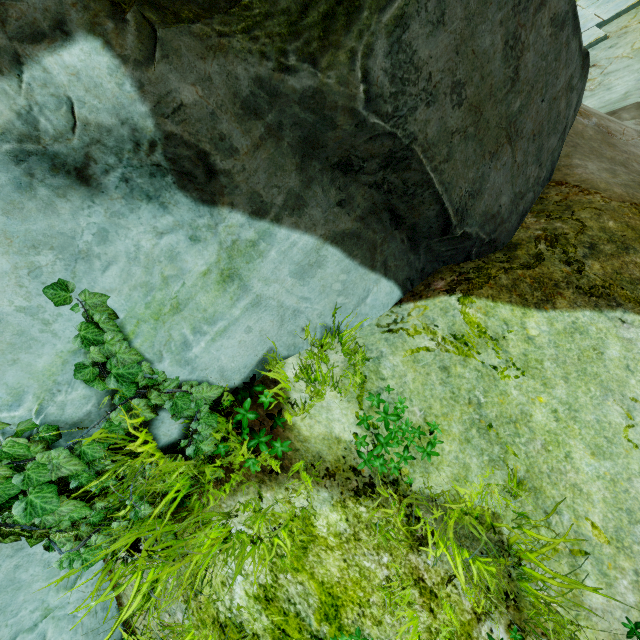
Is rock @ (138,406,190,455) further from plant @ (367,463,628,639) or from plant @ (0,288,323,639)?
plant @ (367,463,628,639)

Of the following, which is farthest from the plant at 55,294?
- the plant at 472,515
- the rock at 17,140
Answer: the plant at 472,515

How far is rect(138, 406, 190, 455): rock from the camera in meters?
2.1

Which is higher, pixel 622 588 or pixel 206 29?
pixel 206 29

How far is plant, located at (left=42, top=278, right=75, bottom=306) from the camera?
1.6 meters
